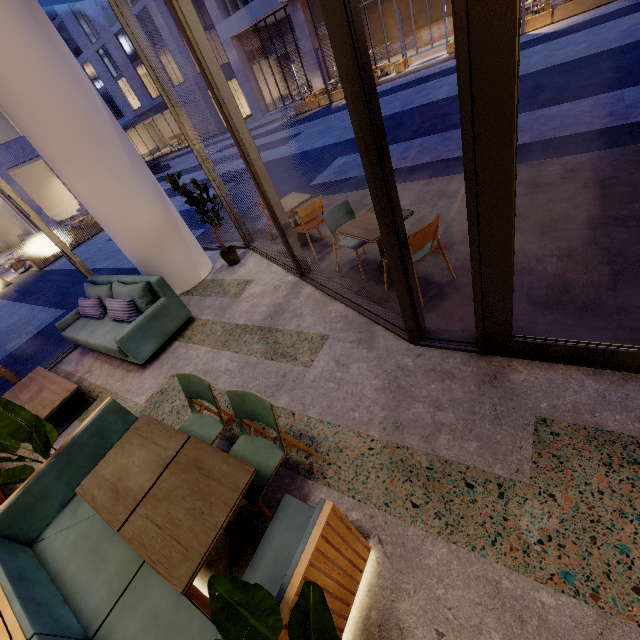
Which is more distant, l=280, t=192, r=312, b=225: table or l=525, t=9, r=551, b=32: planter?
l=525, t=9, r=551, b=32: planter

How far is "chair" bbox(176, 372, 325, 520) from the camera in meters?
2.2

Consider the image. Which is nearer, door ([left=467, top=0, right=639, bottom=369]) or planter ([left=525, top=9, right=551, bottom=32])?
door ([left=467, top=0, right=639, bottom=369])

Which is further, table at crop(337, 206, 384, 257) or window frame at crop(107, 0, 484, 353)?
table at crop(337, 206, 384, 257)

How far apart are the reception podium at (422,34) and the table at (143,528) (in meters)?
31.06

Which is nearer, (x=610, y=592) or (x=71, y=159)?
(x=610, y=592)

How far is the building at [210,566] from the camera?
2.2m

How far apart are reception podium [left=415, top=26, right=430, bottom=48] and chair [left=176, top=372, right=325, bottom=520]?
30.7m
